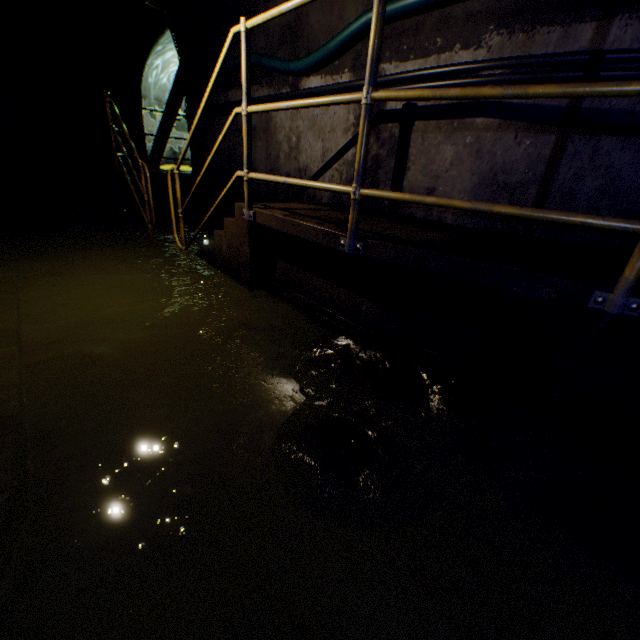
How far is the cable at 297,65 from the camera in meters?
2.9 m

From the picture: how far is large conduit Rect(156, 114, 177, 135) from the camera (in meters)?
10.60

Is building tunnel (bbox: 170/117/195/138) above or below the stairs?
above

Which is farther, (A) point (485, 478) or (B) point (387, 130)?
(B) point (387, 130)

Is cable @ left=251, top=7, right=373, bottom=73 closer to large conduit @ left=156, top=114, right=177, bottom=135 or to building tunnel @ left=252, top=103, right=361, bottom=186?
building tunnel @ left=252, top=103, right=361, bottom=186

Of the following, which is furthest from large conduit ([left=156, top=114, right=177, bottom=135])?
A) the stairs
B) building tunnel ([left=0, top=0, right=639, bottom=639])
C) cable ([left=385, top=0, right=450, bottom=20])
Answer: cable ([left=385, top=0, right=450, bottom=20])

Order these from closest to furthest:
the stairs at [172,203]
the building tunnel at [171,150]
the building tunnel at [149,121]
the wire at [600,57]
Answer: the wire at [600,57], the stairs at [172,203], the building tunnel at [149,121], the building tunnel at [171,150]

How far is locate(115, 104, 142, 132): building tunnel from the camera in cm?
941
